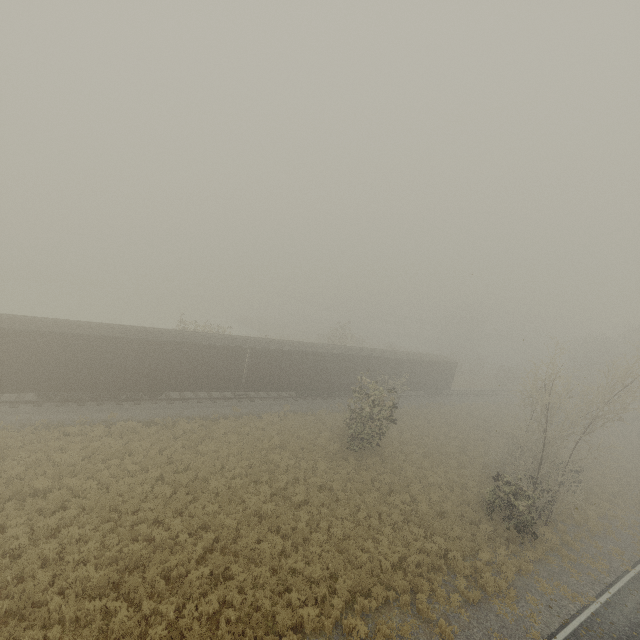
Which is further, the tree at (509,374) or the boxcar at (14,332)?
the tree at (509,374)

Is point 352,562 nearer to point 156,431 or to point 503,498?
point 503,498

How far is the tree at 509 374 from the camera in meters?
53.7 m

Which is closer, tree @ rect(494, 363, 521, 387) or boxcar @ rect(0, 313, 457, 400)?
boxcar @ rect(0, 313, 457, 400)

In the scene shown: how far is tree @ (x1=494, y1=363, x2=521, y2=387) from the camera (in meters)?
53.69
